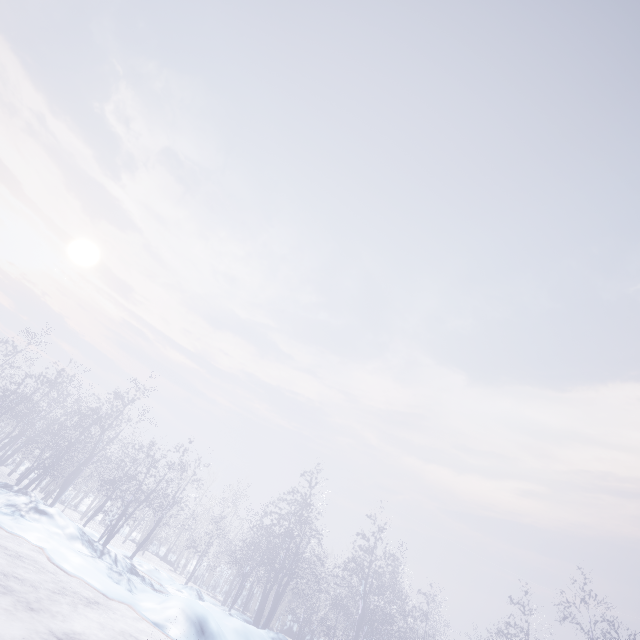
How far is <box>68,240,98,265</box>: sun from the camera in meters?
53.0 m

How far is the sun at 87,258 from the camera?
53.0m

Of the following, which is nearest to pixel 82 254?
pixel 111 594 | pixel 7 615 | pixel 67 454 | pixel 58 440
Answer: pixel 58 440
